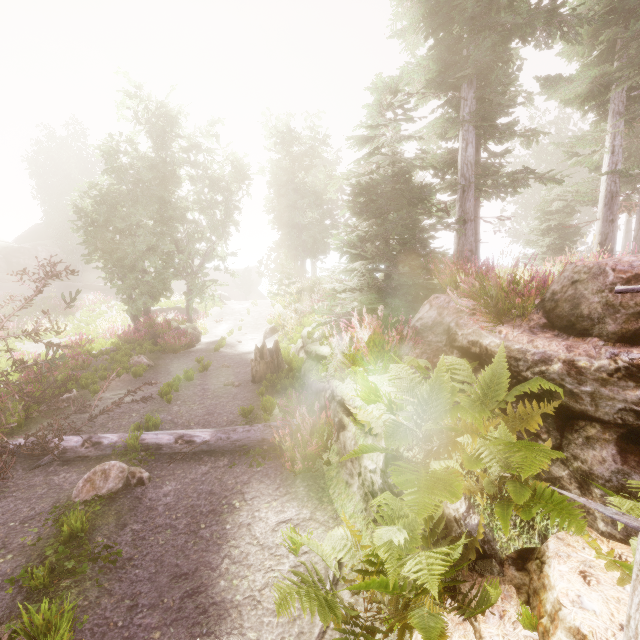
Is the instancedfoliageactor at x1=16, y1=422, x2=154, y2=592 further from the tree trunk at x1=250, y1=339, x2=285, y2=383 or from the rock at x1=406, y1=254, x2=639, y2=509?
the tree trunk at x1=250, y1=339, x2=285, y2=383

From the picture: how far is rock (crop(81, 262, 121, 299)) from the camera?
31.4m

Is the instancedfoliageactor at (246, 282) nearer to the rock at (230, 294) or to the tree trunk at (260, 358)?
the rock at (230, 294)

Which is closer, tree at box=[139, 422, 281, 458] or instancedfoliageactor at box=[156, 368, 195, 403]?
tree at box=[139, 422, 281, 458]

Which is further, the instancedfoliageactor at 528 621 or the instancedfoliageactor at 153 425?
the instancedfoliageactor at 153 425

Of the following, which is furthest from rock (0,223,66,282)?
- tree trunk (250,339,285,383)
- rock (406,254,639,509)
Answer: rock (406,254,639,509)

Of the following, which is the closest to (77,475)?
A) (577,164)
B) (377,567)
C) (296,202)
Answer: (377,567)

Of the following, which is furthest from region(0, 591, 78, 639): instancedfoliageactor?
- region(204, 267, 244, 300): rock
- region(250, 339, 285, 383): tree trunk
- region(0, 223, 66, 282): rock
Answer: region(250, 339, 285, 383): tree trunk
